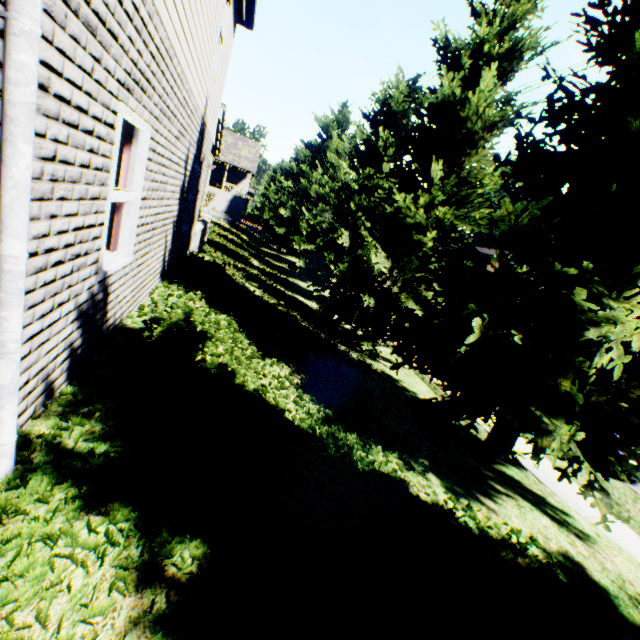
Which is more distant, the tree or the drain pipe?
the tree

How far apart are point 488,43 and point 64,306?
10.69m

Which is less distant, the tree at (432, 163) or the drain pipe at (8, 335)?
the drain pipe at (8, 335)
